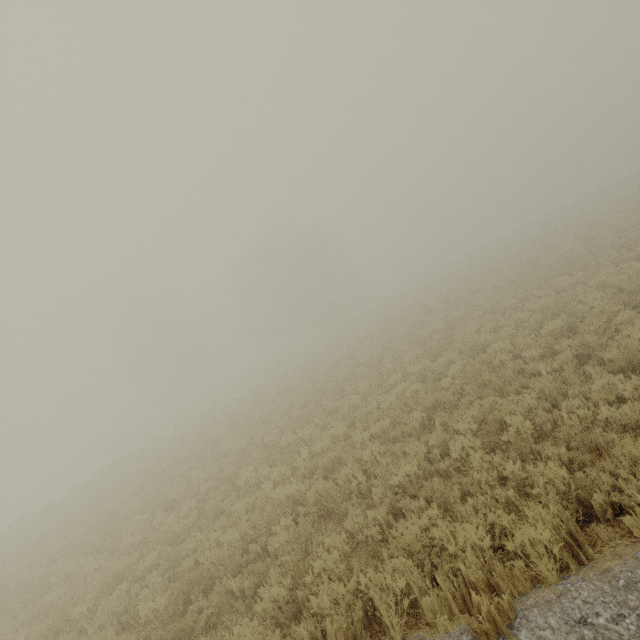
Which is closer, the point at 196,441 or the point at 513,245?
the point at 196,441
